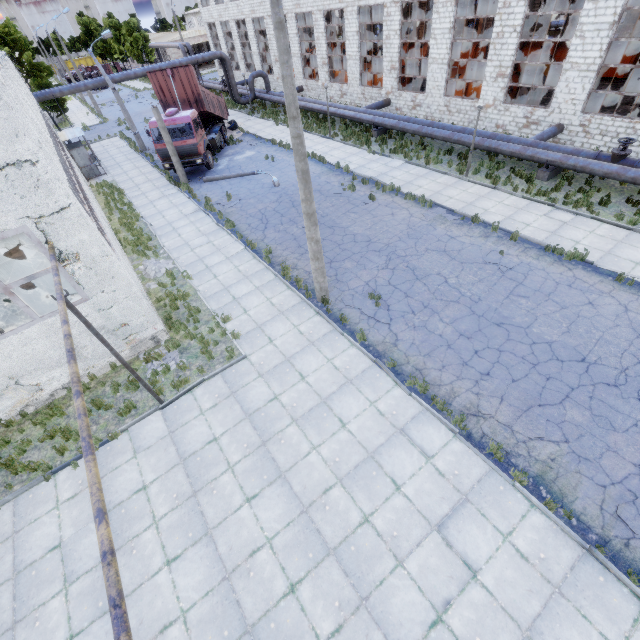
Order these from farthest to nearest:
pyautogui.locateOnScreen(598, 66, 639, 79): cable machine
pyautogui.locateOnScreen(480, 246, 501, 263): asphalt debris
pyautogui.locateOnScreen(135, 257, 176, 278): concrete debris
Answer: pyautogui.locateOnScreen(598, 66, 639, 79): cable machine
pyautogui.locateOnScreen(135, 257, 176, 278): concrete debris
pyautogui.locateOnScreen(480, 246, 501, 263): asphalt debris

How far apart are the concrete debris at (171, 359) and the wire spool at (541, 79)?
30.09m

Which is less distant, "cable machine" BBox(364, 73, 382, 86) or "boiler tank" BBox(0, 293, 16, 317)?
"boiler tank" BBox(0, 293, 16, 317)

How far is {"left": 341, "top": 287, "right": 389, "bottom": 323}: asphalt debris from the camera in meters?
11.2

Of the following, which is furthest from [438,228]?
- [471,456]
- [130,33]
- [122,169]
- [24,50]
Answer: [130,33]

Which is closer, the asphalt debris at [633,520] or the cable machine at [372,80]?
the asphalt debris at [633,520]

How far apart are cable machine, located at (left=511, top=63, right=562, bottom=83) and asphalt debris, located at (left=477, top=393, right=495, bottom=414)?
29.9 meters

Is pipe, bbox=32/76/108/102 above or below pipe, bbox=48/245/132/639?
above
